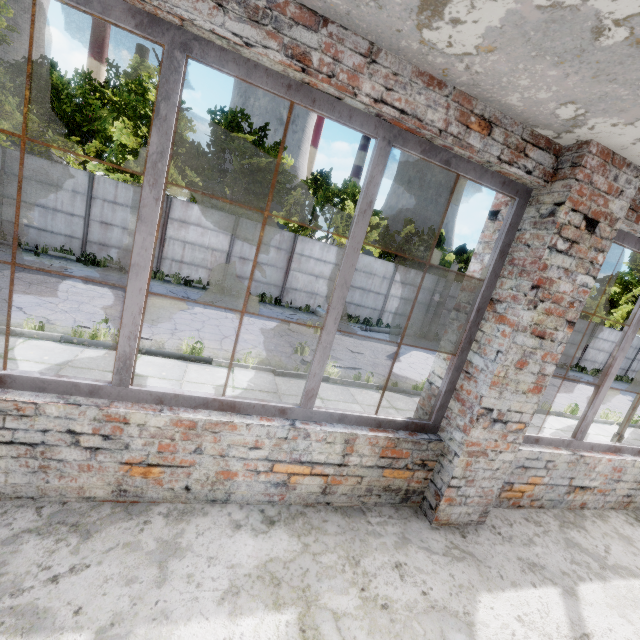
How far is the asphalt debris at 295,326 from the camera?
12.7m

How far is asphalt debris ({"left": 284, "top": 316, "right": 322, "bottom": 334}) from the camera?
12.66m

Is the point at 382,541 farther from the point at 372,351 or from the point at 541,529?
the point at 372,351
